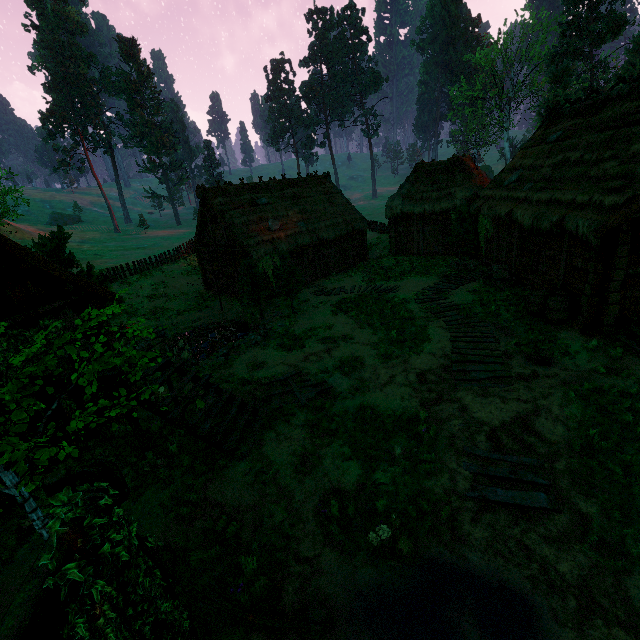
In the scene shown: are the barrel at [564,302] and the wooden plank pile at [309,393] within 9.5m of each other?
yes

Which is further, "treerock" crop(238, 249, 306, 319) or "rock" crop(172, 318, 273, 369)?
"treerock" crop(238, 249, 306, 319)

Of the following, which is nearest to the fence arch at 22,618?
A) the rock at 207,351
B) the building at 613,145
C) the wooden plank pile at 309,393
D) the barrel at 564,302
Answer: the building at 613,145

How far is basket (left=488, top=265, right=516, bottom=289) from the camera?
15.4m

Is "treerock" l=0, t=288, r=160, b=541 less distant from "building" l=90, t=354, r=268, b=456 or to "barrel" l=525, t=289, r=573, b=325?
"building" l=90, t=354, r=268, b=456

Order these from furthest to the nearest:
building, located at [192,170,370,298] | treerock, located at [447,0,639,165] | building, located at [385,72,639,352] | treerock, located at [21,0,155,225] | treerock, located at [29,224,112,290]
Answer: treerock, located at [21,0,155,225] < treerock, located at [447,0,639,165] < building, located at [192,170,370,298] < treerock, located at [29,224,112,290] < building, located at [385,72,639,352]

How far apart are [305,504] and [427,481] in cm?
236

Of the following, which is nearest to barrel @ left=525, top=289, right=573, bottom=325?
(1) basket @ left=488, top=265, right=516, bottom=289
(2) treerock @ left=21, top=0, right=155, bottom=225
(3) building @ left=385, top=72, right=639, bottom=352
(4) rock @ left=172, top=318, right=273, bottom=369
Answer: (3) building @ left=385, top=72, right=639, bottom=352
